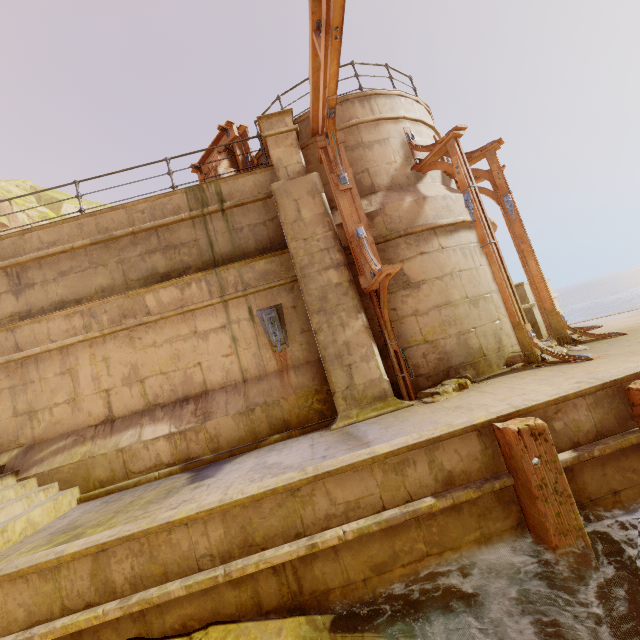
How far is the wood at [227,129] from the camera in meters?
8.5 m

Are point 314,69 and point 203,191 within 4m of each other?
yes

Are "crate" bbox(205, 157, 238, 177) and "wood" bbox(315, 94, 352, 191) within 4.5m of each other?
yes

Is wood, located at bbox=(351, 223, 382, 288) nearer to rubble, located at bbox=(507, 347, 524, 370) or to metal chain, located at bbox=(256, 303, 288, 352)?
metal chain, located at bbox=(256, 303, 288, 352)

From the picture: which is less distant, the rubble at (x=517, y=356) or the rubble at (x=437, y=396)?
the rubble at (x=437, y=396)

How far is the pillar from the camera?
6.0 meters

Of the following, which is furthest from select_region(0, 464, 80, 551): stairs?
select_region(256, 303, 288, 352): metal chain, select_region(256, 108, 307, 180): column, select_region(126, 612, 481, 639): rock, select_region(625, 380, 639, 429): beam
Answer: select_region(625, 380, 639, 429): beam

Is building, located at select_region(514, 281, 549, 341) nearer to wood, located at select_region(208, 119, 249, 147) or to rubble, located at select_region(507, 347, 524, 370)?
rubble, located at select_region(507, 347, 524, 370)
